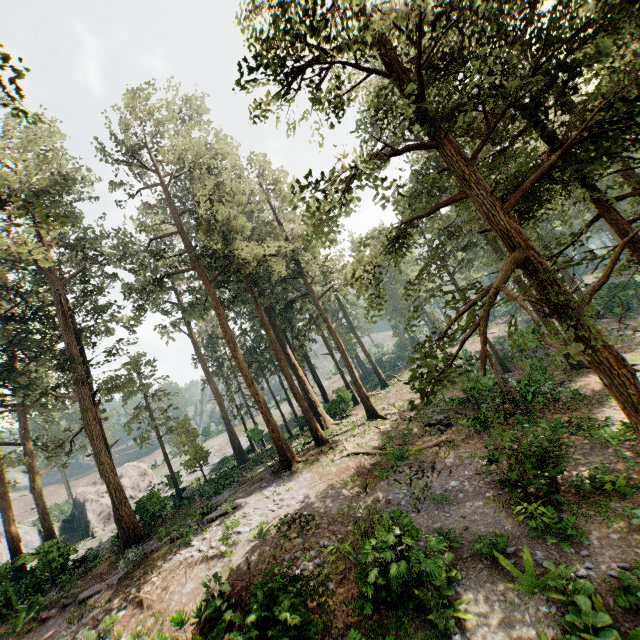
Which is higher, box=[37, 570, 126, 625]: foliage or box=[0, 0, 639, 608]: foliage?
box=[0, 0, 639, 608]: foliage

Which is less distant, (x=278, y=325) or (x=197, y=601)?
(x=197, y=601)

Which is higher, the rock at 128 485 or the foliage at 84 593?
the rock at 128 485

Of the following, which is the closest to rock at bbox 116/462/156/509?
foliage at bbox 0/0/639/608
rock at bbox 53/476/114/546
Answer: rock at bbox 53/476/114/546

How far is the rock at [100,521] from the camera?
37.9m

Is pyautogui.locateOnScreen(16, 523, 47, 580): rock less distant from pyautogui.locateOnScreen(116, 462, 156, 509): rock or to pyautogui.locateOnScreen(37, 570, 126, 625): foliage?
pyautogui.locateOnScreen(37, 570, 126, 625): foliage

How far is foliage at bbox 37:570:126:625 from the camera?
14.2m

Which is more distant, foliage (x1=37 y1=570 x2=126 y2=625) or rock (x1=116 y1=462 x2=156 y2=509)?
rock (x1=116 y1=462 x2=156 y2=509)
